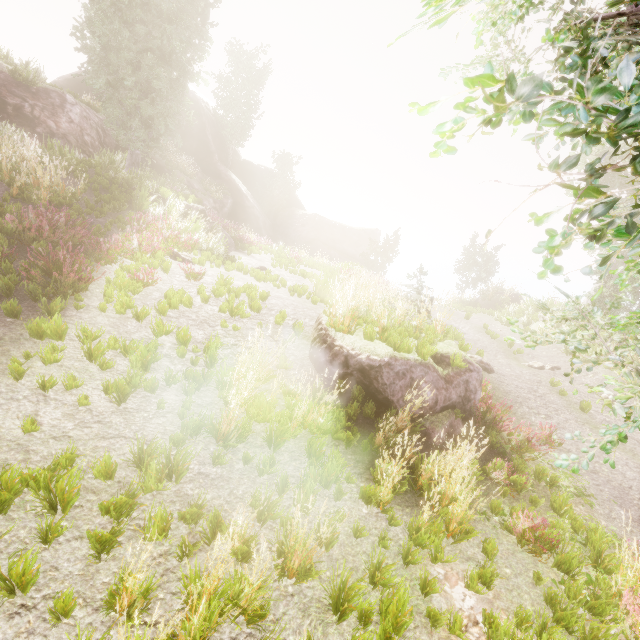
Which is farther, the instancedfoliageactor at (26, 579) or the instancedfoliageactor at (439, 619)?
the instancedfoliageactor at (439, 619)

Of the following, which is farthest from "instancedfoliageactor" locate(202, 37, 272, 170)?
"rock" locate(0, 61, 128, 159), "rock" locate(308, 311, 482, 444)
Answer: "rock" locate(308, 311, 482, 444)

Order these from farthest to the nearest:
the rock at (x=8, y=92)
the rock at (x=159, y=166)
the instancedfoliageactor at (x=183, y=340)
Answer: the rock at (x=159, y=166) → the rock at (x=8, y=92) → the instancedfoliageactor at (x=183, y=340)

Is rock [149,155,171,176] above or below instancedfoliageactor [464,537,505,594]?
above

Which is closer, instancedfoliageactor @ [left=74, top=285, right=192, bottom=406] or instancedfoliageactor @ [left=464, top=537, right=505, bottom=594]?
instancedfoliageactor @ [left=464, top=537, right=505, bottom=594]

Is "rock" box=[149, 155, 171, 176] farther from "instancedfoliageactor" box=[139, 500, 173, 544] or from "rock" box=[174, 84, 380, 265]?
"rock" box=[174, 84, 380, 265]

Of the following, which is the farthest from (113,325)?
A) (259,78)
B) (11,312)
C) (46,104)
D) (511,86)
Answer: (259,78)
